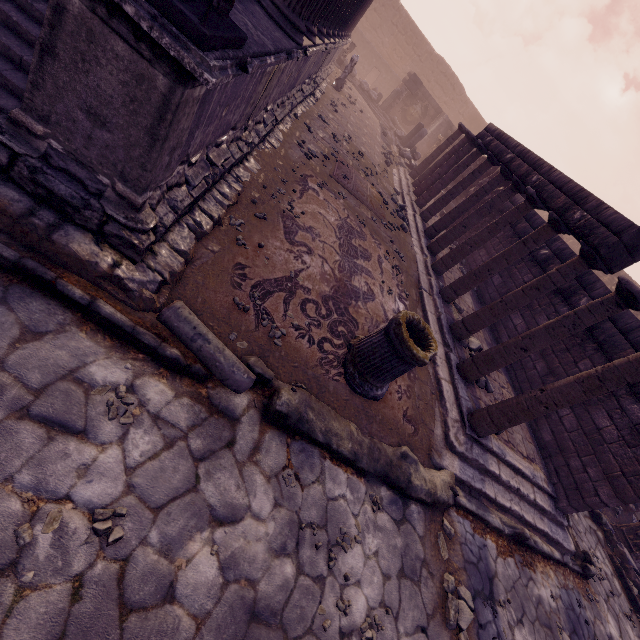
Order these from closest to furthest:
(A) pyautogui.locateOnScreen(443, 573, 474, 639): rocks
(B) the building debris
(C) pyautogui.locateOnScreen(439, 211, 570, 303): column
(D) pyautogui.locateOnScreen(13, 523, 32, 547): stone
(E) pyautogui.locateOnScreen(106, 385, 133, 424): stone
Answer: (D) pyautogui.locateOnScreen(13, 523, 32, 547): stone
(E) pyautogui.locateOnScreen(106, 385, 133, 424): stone
(A) pyautogui.locateOnScreen(443, 573, 474, 639): rocks
(C) pyautogui.locateOnScreen(439, 211, 570, 303): column
(B) the building debris

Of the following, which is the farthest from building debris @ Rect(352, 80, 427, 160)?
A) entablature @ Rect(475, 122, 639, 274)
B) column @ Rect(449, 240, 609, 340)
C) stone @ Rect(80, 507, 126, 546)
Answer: stone @ Rect(80, 507, 126, 546)

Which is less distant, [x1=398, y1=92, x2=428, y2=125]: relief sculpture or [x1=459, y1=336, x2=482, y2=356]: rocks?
[x1=459, y1=336, x2=482, y2=356]: rocks

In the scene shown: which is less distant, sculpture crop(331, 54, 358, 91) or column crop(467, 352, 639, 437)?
column crop(467, 352, 639, 437)

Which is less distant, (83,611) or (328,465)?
(83,611)

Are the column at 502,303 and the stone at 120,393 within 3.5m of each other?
no

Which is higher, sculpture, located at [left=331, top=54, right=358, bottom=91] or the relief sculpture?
the relief sculpture

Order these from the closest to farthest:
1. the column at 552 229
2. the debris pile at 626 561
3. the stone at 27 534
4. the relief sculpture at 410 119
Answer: the stone at 27 534 → the column at 552 229 → the debris pile at 626 561 → the relief sculpture at 410 119
